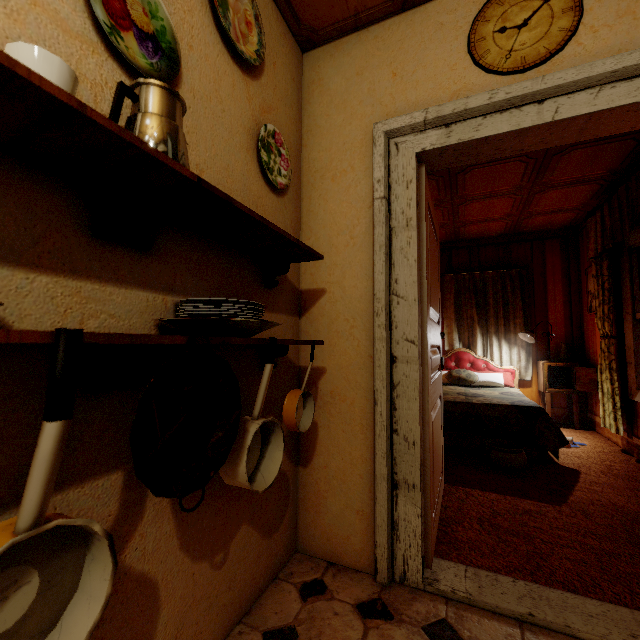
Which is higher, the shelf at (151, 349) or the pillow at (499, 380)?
the shelf at (151, 349)

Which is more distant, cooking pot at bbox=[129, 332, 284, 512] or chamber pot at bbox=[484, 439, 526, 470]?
chamber pot at bbox=[484, 439, 526, 470]

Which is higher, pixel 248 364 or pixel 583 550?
pixel 248 364

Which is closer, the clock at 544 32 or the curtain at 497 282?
the clock at 544 32

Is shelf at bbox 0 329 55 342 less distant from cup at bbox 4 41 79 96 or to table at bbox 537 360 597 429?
cup at bbox 4 41 79 96

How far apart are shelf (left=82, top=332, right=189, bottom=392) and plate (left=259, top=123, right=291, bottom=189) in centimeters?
80cm

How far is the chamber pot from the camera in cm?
288

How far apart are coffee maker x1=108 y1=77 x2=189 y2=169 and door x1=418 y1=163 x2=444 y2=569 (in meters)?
1.21
